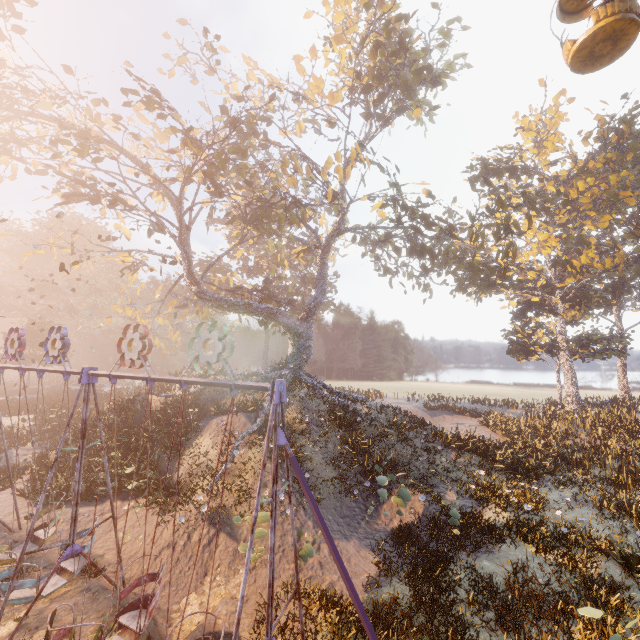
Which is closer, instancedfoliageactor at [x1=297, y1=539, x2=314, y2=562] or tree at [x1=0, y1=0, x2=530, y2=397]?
instancedfoliageactor at [x1=297, y1=539, x2=314, y2=562]

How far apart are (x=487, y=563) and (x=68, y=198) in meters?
24.0

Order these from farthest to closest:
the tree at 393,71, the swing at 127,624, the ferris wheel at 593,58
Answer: the tree at 393,71
the ferris wheel at 593,58
the swing at 127,624

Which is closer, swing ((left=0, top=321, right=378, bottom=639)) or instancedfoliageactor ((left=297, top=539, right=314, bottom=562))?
swing ((left=0, top=321, right=378, bottom=639))

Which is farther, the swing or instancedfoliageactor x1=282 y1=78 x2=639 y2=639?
instancedfoliageactor x1=282 y1=78 x2=639 y2=639

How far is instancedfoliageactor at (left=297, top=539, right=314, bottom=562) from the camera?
9.6m

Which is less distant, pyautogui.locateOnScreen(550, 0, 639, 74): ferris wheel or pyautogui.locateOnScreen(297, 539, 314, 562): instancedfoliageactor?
pyautogui.locateOnScreen(550, 0, 639, 74): ferris wheel

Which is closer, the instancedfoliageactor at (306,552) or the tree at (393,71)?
the instancedfoliageactor at (306,552)
